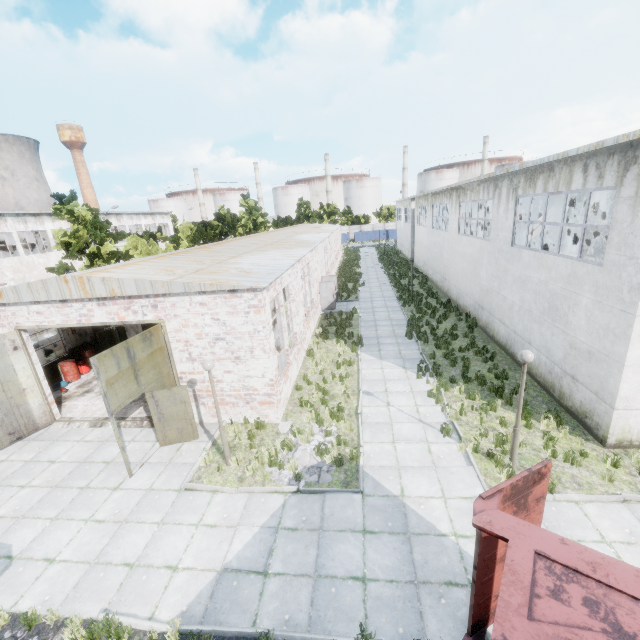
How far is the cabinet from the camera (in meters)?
17.80

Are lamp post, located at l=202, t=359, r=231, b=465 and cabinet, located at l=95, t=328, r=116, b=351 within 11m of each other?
no

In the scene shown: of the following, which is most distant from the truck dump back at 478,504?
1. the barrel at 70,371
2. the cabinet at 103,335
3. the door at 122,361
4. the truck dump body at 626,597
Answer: the cabinet at 103,335

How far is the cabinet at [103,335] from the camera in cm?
1780

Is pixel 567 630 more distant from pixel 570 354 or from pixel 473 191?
pixel 473 191

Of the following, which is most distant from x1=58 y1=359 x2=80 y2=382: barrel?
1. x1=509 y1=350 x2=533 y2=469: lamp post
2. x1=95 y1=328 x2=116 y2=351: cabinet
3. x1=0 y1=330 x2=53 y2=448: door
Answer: x1=509 y1=350 x2=533 y2=469: lamp post

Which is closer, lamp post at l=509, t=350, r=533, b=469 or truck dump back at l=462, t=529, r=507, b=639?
truck dump back at l=462, t=529, r=507, b=639

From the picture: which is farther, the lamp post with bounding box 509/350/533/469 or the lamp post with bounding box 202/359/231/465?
the lamp post with bounding box 202/359/231/465
